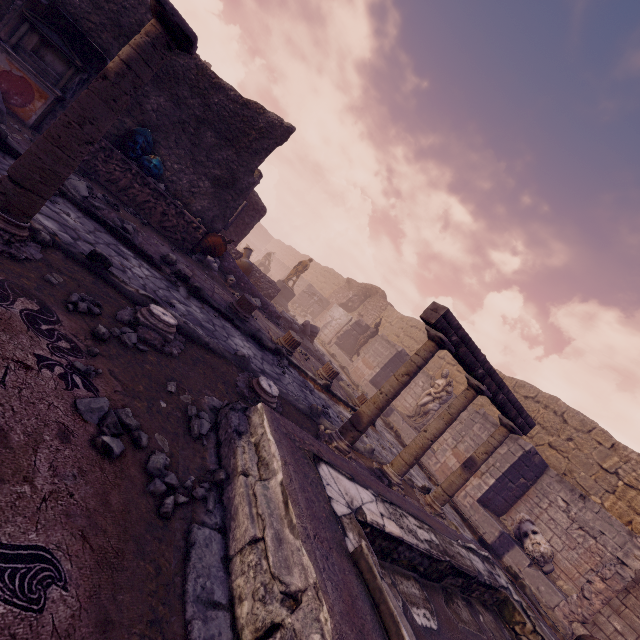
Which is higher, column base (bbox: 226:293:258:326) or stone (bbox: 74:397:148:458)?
column base (bbox: 226:293:258:326)

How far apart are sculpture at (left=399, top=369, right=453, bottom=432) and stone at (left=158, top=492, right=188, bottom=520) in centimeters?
1220cm

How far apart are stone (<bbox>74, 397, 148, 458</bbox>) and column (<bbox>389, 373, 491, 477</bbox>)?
4.1m

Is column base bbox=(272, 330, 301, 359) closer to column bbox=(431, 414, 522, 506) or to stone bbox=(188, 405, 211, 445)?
column bbox=(431, 414, 522, 506)

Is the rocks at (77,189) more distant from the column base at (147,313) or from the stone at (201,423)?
the stone at (201,423)

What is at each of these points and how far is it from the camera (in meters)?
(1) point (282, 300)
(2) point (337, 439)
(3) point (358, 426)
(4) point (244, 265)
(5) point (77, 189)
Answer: (1) pedestal, 18.72
(2) column base, 5.03
(3) column, 5.04
(4) vase, 12.09
(5) rocks, 5.79

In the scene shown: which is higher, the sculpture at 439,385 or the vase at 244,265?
the sculpture at 439,385

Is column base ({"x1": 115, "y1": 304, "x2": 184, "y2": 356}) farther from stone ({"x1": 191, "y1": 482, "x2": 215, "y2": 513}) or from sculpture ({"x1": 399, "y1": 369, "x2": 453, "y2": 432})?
sculpture ({"x1": 399, "y1": 369, "x2": 453, "y2": 432})
